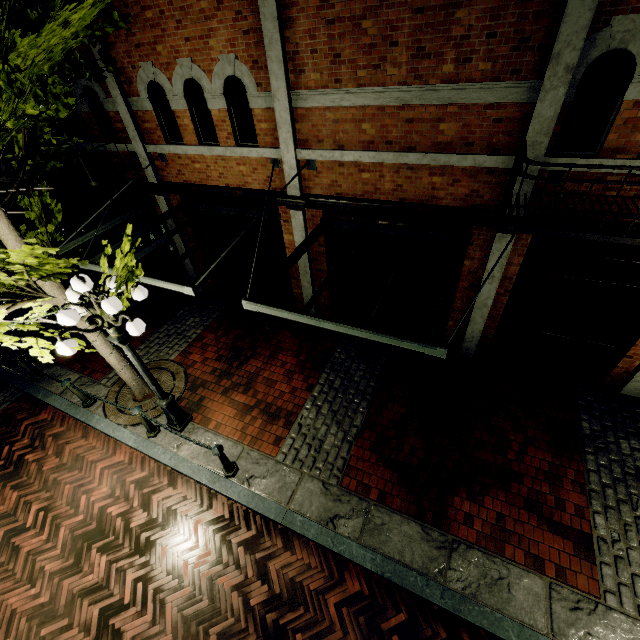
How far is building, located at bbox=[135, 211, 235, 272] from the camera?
8.44m

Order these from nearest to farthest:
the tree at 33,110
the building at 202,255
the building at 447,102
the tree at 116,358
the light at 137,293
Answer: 1. the tree at 33,110
2. the building at 447,102
3. the light at 137,293
4. the tree at 116,358
5. the building at 202,255

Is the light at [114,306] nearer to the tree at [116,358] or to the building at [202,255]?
the tree at [116,358]

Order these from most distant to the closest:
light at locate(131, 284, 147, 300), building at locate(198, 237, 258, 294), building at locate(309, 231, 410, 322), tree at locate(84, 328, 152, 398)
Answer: building at locate(198, 237, 258, 294), building at locate(309, 231, 410, 322), tree at locate(84, 328, 152, 398), light at locate(131, 284, 147, 300)

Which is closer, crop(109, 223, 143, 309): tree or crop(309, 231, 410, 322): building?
crop(109, 223, 143, 309): tree

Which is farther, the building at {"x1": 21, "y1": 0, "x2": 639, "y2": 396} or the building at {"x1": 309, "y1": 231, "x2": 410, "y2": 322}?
the building at {"x1": 309, "y1": 231, "x2": 410, "y2": 322}

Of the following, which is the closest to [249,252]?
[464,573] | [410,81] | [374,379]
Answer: [374,379]
